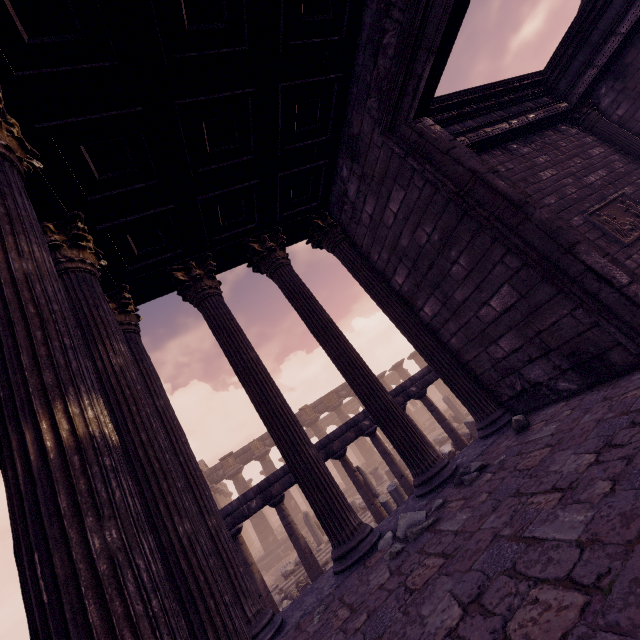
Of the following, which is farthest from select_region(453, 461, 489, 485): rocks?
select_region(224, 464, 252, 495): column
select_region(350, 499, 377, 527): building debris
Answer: select_region(224, 464, 252, 495): column

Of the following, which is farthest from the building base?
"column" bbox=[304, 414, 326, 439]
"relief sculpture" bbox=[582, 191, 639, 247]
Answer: "relief sculpture" bbox=[582, 191, 639, 247]

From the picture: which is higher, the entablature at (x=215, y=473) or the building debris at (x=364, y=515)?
the entablature at (x=215, y=473)

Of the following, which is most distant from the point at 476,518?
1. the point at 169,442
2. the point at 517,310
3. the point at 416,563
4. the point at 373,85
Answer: the point at 373,85

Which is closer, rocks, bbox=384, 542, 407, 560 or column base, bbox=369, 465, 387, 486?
rocks, bbox=384, 542, 407, 560

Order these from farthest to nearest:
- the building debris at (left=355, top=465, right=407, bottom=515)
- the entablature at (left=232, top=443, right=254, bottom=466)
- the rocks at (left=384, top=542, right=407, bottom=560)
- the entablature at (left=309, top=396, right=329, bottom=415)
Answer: the entablature at (left=309, top=396, right=329, bottom=415) → the entablature at (left=232, top=443, right=254, bottom=466) → the building debris at (left=355, top=465, right=407, bottom=515) → the rocks at (left=384, top=542, right=407, bottom=560)

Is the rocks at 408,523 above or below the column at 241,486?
below

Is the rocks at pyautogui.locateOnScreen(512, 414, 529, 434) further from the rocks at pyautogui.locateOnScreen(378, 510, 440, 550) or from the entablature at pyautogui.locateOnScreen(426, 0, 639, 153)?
the entablature at pyautogui.locateOnScreen(426, 0, 639, 153)
